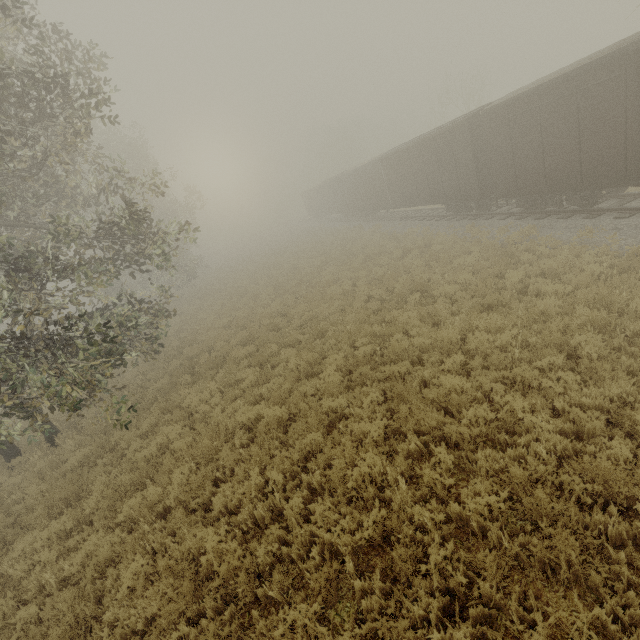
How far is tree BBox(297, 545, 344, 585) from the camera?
4.1m

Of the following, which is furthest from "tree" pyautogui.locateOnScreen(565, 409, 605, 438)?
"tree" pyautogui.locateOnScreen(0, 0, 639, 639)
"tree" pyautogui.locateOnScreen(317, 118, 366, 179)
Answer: "tree" pyautogui.locateOnScreen(317, 118, 366, 179)

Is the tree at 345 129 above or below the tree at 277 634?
above

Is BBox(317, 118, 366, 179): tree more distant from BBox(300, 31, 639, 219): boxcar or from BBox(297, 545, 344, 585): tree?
BBox(297, 545, 344, 585): tree

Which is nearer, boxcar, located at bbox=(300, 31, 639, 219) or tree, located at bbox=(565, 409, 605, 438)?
tree, located at bbox=(565, 409, 605, 438)

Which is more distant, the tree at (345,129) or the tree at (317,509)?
the tree at (345,129)

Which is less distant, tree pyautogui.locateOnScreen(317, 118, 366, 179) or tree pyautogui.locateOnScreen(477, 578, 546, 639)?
tree pyautogui.locateOnScreen(477, 578, 546, 639)

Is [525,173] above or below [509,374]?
above
